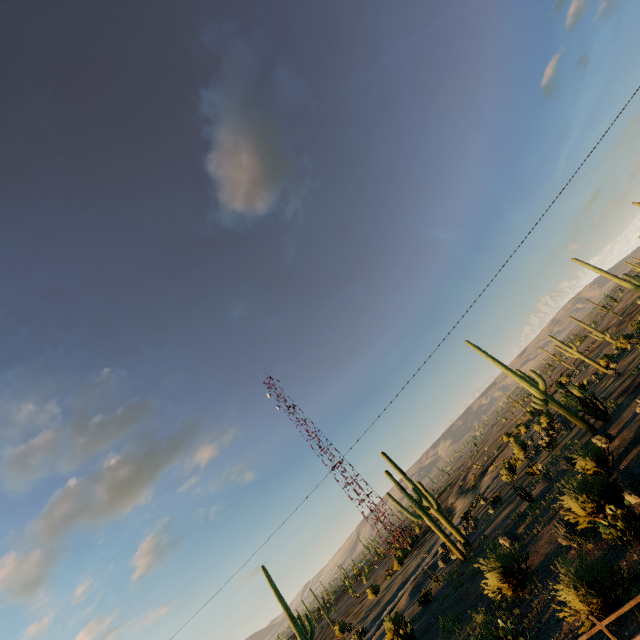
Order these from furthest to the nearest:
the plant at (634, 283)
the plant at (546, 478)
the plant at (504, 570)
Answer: the plant at (634, 283) → the plant at (546, 478) → the plant at (504, 570)

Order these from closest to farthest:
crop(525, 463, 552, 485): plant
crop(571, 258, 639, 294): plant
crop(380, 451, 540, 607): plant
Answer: crop(380, 451, 540, 607): plant, crop(525, 463, 552, 485): plant, crop(571, 258, 639, 294): plant

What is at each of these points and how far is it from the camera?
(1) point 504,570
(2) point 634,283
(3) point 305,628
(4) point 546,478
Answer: (1) plant, 14.3m
(2) plant, 26.2m
(3) plant, 23.5m
(4) plant, 22.3m

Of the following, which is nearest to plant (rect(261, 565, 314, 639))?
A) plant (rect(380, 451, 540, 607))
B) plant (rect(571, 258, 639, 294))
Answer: plant (rect(380, 451, 540, 607))

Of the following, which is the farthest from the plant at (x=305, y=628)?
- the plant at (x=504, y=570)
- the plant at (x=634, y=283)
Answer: the plant at (x=634, y=283)

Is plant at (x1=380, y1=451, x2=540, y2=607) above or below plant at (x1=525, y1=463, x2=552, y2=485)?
above

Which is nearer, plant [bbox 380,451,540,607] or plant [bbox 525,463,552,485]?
plant [bbox 380,451,540,607]
